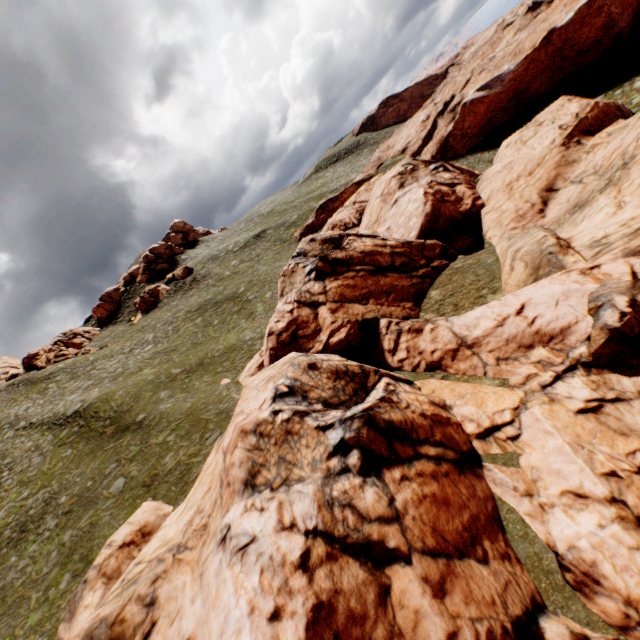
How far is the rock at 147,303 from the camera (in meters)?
58.91

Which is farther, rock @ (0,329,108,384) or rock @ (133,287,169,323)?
rock @ (133,287,169,323)

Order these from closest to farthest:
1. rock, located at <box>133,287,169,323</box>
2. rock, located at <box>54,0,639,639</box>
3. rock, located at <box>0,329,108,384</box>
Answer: rock, located at <box>54,0,639,639</box> → rock, located at <box>0,329,108,384</box> → rock, located at <box>133,287,169,323</box>

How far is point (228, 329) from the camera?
37.16m

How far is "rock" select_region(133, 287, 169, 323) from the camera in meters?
58.9 m

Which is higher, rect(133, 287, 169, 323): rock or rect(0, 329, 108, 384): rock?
rect(0, 329, 108, 384): rock

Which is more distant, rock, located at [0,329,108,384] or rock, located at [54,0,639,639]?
rock, located at [0,329,108,384]

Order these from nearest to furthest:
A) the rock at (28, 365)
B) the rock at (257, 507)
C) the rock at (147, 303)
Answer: the rock at (257, 507) → the rock at (28, 365) → the rock at (147, 303)
